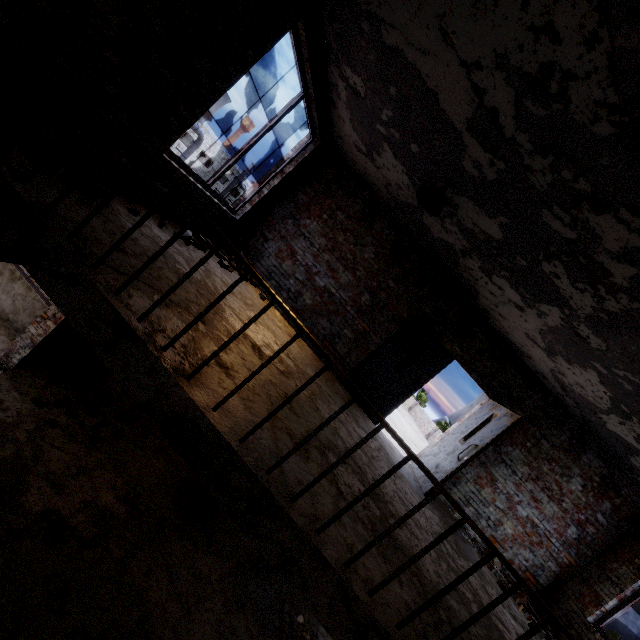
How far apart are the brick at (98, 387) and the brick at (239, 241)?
3.32m

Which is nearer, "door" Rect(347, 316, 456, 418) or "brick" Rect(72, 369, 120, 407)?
"brick" Rect(72, 369, 120, 407)

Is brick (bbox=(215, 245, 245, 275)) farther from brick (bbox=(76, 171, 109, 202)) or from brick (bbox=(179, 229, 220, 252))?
brick (bbox=(76, 171, 109, 202))

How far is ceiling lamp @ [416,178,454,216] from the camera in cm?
396

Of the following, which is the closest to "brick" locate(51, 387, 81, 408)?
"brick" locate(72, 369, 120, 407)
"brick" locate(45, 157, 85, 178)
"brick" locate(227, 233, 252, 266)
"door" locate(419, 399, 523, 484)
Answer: "brick" locate(72, 369, 120, 407)

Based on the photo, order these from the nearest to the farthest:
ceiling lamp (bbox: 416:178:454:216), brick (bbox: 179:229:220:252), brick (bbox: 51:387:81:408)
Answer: ceiling lamp (bbox: 416:178:454:216) < brick (bbox: 179:229:220:252) < brick (bbox: 51:387:81:408)

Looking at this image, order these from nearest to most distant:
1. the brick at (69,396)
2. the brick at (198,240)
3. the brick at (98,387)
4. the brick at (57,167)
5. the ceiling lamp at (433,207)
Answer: the brick at (57,167), the ceiling lamp at (433,207), the brick at (198,240), the brick at (69,396), the brick at (98,387)

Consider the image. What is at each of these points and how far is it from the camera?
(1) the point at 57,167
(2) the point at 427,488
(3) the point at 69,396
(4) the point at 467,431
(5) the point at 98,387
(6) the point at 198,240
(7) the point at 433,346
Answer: (1) brick, 2.73m
(2) door, 5.74m
(3) brick, 5.50m
(4) door, 6.30m
(5) brick, 6.19m
(6) brick, 5.02m
(7) door, 6.64m
